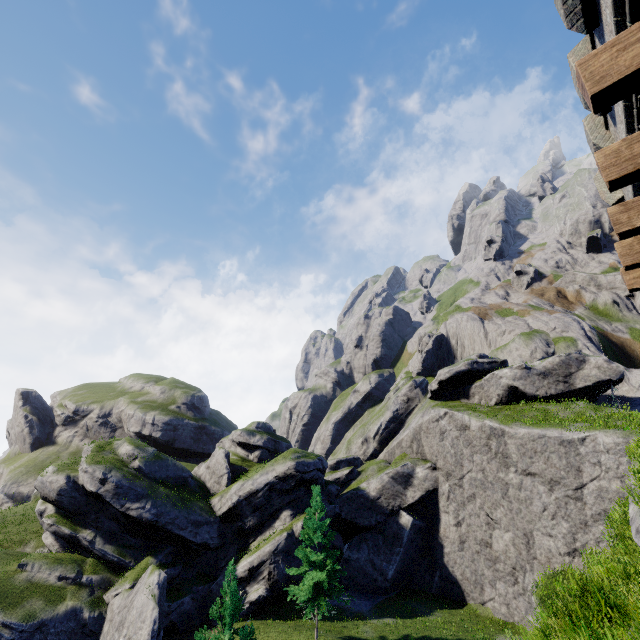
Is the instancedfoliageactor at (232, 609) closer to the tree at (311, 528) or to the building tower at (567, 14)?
the tree at (311, 528)

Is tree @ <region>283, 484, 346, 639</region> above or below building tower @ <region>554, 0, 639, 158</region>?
below

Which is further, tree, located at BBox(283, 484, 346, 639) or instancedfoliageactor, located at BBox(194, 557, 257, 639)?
tree, located at BBox(283, 484, 346, 639)

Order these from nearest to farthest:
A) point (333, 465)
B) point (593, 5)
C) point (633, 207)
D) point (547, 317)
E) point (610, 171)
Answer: point (610, 171) < point (633, 207) < point (593, 5) < point (333, 465) < point (547, 317)

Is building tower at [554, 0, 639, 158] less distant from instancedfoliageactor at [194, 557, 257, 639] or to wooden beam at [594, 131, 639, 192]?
wooden beam at [594, 131, 639, 192]

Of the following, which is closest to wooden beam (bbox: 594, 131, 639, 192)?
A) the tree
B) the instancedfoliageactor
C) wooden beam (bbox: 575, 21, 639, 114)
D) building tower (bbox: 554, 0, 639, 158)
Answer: building tower (bbox: 554, 0, 639, 158)

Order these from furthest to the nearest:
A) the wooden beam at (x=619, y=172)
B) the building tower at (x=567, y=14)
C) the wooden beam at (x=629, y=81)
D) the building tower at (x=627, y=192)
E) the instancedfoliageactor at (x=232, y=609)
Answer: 1. the instancedfoliageactor at (x=232, y=609)
2. the building tower at (x=627, y=192)
3. the building tower at (x=567, y=14)
4. the wooden beam at (x=619, y=172)
5. the wooden beam at (x=629, y=81)

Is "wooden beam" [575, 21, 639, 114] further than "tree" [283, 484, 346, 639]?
No
